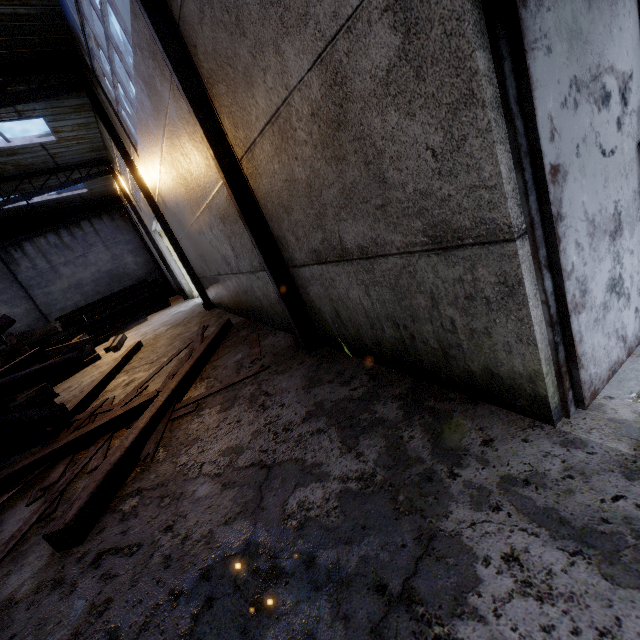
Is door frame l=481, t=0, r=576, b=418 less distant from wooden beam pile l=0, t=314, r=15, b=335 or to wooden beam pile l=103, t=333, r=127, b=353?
wooden beam pile l=0, t=314, r=15, b=335

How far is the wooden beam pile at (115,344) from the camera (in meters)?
11.34

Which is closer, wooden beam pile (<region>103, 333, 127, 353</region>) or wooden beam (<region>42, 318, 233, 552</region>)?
wooden beam (<region>42, 318, 233, 552</region>)

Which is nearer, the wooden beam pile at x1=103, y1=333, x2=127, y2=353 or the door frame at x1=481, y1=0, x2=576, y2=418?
the door frame at x1=481, y1=0, x2=576, y2=418

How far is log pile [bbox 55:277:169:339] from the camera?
18.88m

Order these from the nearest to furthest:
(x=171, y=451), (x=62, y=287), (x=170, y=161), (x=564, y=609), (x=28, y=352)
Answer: (x=564, y=609), (x=171, y=451), (x=170, y=161), (x=28, y=352), (x=62, y=287)

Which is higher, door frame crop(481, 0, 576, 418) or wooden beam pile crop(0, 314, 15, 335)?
wooden beam pile crop(0, 314, 15, 335)

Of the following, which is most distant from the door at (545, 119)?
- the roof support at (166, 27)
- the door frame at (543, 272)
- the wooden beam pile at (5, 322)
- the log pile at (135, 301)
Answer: the log pile at (135, 301)
